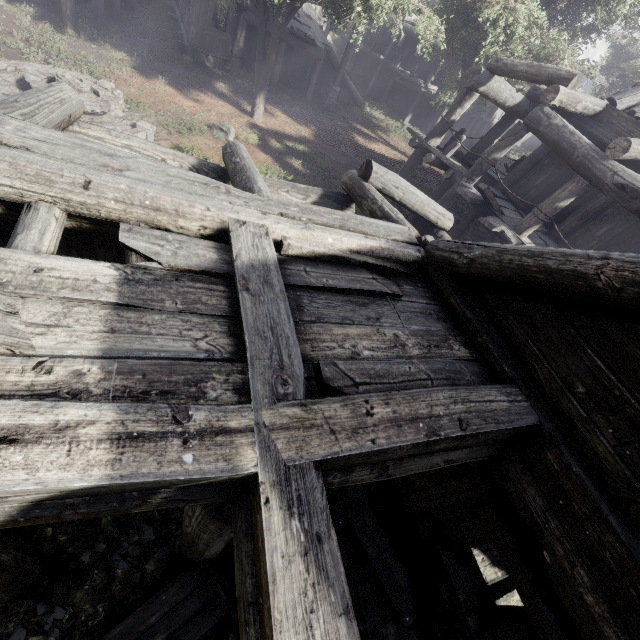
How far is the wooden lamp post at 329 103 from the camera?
18.0m

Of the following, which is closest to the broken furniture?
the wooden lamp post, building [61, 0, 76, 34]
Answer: building [61, 0, 76, 34]

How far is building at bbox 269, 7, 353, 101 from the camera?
17.0 meters

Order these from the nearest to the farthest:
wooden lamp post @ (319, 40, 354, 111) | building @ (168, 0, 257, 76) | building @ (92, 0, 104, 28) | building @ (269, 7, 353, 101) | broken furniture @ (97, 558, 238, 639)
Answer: broken furniture @ (97, 558, 238, 639), building @ (92, 0, 104, 28), building @ (168, 0, 257, 76), building @ (269, 7, 353, 101), wooden lamp post @ (319, 40, 354, 111)

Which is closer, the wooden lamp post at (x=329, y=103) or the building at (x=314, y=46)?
the building at (x=314, y=46)

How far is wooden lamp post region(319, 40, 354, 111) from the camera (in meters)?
17.95

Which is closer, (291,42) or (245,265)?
(245,265)

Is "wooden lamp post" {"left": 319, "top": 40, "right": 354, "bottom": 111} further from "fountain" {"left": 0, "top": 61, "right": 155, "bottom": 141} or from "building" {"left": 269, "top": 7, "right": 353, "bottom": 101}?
Answer: "fountain" {"left": 0, "top": 61, "right": 155, "bottom": 141}
